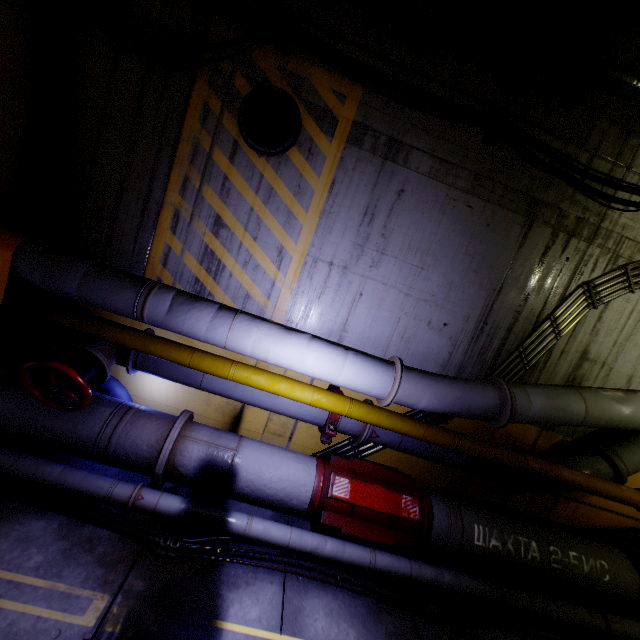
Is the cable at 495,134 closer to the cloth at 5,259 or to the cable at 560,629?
the cloth at 5,259

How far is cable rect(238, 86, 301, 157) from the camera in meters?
4.2

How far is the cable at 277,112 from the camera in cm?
415

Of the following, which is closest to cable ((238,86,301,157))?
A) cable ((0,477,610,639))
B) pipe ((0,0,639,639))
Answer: pipe ((0,0,639,639))

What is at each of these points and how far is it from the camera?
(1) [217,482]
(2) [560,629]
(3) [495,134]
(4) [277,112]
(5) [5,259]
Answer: (1) pipe, 3.8m
(2) cable, 4.0m
(3) cable, 4.4m
(4) cable, 4.2m
(5) cloth, 3.3m

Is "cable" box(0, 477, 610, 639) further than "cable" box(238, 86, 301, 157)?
No

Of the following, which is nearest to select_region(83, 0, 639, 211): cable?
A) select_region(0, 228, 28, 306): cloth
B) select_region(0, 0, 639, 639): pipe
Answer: select_region(0, 0, 639, 639): pipe
